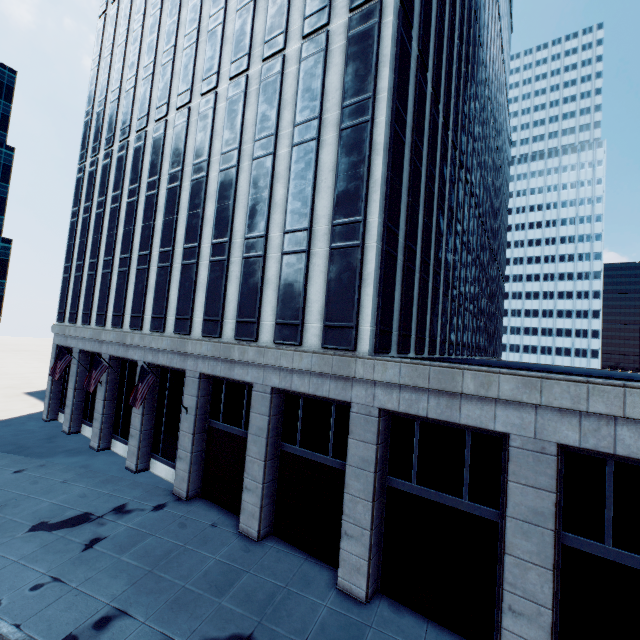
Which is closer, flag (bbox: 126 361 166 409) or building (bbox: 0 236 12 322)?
flag (bbox: 126 361 166 409)

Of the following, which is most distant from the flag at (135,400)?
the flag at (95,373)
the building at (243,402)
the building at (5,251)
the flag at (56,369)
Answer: the building at (5,251)

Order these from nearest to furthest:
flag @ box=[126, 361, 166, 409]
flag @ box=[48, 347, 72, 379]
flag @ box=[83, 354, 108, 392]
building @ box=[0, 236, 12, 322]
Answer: flag @ box=[126, 361, 166, 409]
flag @ box=[83, 354, 108, 392]
flag @ box=[48, 347, 72, 379]
building @ box=[0, 236, 12, 322]

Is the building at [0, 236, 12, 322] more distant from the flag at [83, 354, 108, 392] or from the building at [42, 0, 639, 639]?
the flag at [83, 354, 108, 392]

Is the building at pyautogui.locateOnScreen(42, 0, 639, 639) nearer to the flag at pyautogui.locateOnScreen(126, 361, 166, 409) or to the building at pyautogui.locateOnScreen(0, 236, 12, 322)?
the flag at pyautogui.locateOnScreen(126, 361, 166, 409)

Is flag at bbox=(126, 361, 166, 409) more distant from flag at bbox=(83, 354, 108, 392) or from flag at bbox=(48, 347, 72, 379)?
flag at bbox=(48, 347, 72, 379)

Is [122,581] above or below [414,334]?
below
